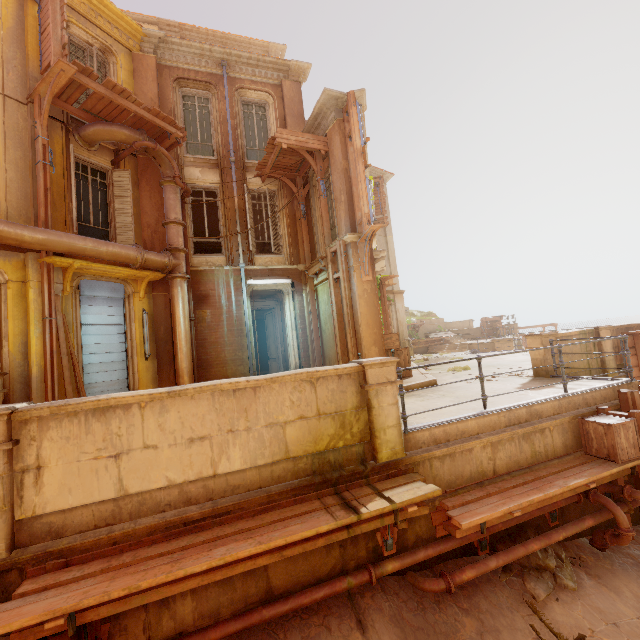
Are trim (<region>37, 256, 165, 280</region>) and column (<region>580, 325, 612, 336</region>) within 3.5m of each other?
no

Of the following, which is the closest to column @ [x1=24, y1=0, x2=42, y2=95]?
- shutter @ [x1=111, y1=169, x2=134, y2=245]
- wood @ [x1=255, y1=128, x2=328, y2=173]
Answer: shutter @ [x1=111, y1=169, x2=134, y2=245]

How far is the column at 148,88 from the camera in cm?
1120

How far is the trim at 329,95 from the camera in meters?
9.8 m

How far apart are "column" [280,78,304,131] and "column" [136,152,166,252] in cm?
451

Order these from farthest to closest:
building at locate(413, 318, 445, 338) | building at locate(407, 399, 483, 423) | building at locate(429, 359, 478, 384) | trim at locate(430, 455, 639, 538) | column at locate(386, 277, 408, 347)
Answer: building at locate(413, 318, 445, 338) → column at locate(386, 277, 408, 347) → building at locate(429, 359, 478, 384) → building at locate(407, 399, 483, 423) → trim at locate(430, 455, 639, 538)

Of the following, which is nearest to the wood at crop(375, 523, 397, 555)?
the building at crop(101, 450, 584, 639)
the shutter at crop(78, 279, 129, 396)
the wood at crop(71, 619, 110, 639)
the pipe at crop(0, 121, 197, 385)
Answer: the building at crop(101, 450, 584, 639)

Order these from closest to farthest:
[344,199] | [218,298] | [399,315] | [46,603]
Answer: [46,603] < [344,199] < [218,298] < [399,315]
